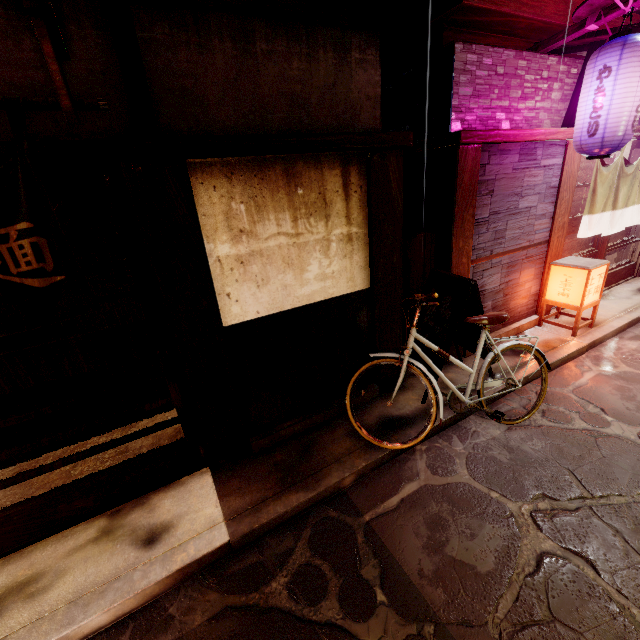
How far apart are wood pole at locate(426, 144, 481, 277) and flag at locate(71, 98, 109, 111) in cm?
604

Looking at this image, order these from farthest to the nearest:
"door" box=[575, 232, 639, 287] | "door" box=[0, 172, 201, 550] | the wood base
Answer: "door" box=[575, 232, 639, 287]
"door" box=[0, 172, 201, 550]
the wood base

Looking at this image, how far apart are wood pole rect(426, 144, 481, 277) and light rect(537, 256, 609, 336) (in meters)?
3.27

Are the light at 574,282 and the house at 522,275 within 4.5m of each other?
yes

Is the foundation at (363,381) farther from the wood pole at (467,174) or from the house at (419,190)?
the house at (419,190)

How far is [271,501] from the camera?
5.27m

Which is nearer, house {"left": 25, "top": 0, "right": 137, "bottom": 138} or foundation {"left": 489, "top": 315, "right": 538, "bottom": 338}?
house {"left": 25, "top": 0, "right": 137, "bottom": 138}

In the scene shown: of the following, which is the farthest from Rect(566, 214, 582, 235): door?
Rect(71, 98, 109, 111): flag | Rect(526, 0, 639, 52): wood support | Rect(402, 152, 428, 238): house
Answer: Rect(71, 98, 109, 111): flag
